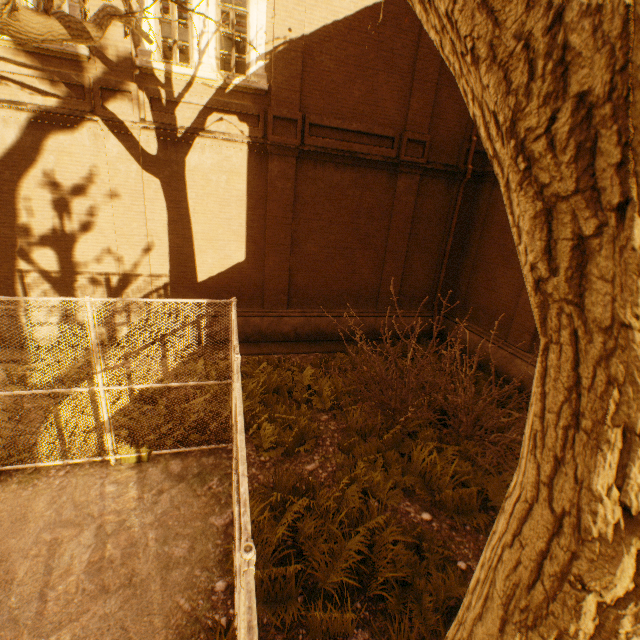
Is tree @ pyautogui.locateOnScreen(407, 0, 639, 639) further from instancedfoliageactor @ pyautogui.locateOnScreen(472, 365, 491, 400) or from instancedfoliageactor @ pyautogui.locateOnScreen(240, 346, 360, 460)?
instancedfoliageactor @ pyautogui.locateOnScreen(472, 365, 491, 400)

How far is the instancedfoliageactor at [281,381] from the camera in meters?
6.3

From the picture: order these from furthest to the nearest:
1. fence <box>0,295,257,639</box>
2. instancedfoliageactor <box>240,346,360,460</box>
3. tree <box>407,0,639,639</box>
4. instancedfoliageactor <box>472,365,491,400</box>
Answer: instancedfoliageactor <box>472,365,491,400</box>, instancedfoliageactor <box>240,346,360,460</box>, fence <box>0,295,257,639</box>, tree <box>407,0,639,639</box>

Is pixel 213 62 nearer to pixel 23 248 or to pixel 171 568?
pixel 23 248

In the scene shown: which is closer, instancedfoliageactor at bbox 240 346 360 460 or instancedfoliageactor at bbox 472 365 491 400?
instancedfoliageactor at bbox 240 346 360 460

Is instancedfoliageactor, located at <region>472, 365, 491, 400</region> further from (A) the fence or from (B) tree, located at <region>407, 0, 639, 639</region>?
(B) tree, located at <region>407, 0, 639, 639</region>

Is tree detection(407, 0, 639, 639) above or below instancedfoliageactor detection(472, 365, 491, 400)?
above

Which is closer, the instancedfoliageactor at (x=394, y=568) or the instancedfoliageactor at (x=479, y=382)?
the instancedfoliageactor at (x=394, y=568)
